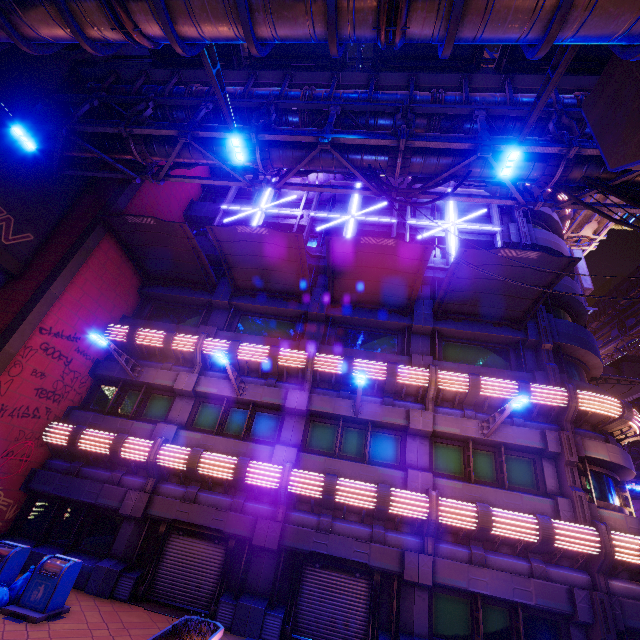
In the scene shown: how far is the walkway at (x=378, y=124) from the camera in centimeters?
1227cm

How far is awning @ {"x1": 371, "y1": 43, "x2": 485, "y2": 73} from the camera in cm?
1190

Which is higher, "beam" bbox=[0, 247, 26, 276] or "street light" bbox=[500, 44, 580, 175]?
"street light" bbox=[500, 44, 580, 175]

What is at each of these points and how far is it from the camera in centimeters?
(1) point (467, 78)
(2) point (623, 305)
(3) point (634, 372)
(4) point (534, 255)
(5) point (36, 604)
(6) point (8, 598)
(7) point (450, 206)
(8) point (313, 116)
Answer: (1) walkway, 1213cm
(2) walkway, 5756cm
(3) building, 3878cm
(4) awning, 1137cm
(5) trash can, 820cm
(6) trash bag, 818cm
(7) neon sign, 1848cm
(8) walkway, 1274cm

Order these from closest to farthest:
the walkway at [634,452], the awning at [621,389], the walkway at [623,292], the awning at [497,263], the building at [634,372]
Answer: the awning at [497,263], the awning at [621,389], the walkway at [634,452], the building at [634,372], the walkway at [623,292]

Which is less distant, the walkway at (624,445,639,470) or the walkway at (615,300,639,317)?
the walkway at (624,445,639,470)

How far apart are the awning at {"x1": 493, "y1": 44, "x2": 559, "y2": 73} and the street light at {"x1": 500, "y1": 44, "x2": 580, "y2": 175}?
5.5m
